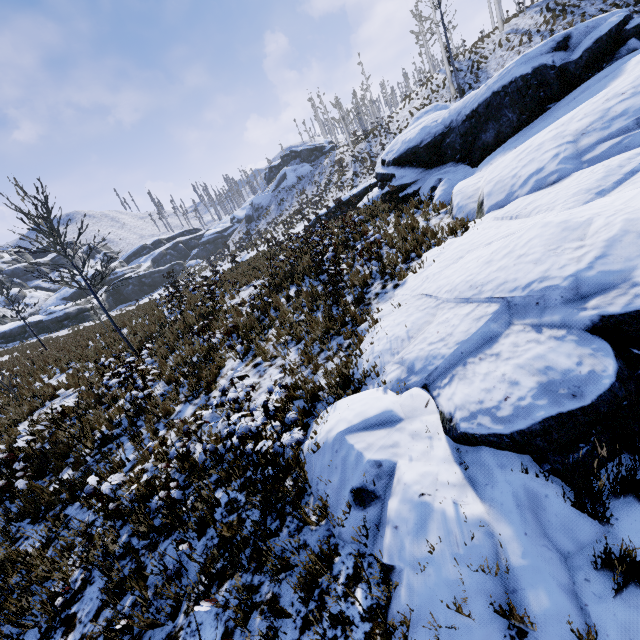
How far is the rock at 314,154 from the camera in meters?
53.4 m

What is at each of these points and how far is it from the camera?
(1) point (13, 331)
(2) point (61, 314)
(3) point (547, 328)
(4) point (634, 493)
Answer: (1) rock, 42.8m
(2) rock, 43.6m
(3) rock, 3.6m
(4) instancedfoliageactor, 2.7m

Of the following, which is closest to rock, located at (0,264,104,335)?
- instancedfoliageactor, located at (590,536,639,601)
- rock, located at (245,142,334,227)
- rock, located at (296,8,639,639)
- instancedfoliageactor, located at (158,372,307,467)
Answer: rock, located at (245,142,334,227)

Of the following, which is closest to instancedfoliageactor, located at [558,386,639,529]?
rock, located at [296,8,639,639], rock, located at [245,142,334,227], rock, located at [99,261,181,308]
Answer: rock, located at [296,8,639,639]

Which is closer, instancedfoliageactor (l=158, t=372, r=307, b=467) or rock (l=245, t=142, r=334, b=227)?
instancedfoliageactor (l=158, t=372, r=307, b=467)

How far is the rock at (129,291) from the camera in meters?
53.3 m

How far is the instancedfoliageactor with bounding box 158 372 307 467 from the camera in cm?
412
